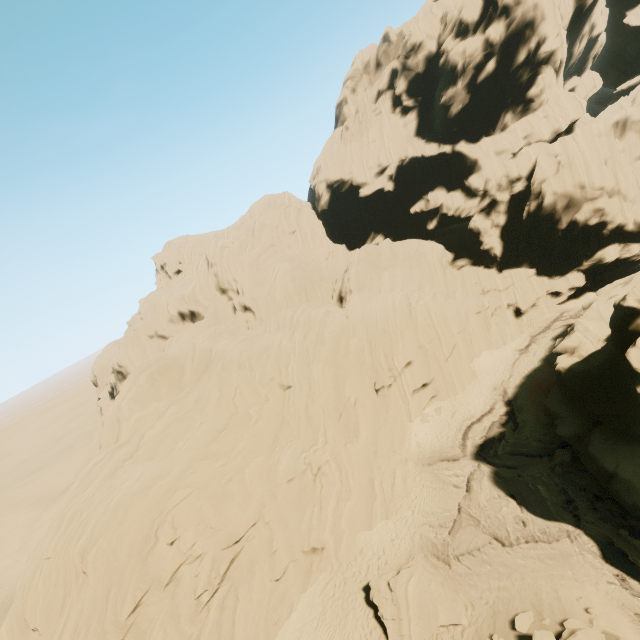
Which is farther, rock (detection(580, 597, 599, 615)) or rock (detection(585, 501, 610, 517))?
rock (detection(585, 501, 610, 517))

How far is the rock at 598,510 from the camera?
17.1m

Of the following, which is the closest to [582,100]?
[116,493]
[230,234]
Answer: [230,234]

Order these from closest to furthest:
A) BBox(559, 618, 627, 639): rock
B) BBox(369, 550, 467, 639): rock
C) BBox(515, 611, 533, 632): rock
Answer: BBox(559, 618, 627, 639): rock
BBox(515, 611, 533, 632): rock
BBox(369, 550, 467, 639): rock

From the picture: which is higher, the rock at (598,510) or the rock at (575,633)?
the rock at (575,633)

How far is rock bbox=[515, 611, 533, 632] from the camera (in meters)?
14.10
